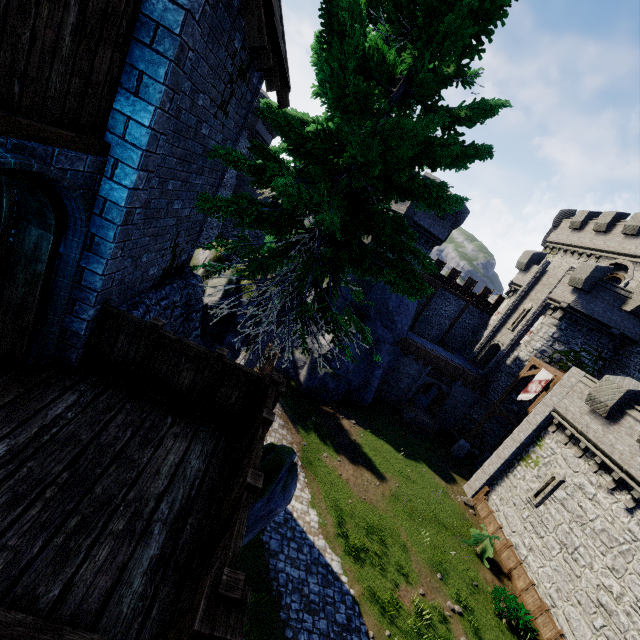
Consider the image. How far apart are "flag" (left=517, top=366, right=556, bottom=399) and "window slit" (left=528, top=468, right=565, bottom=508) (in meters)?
4.89

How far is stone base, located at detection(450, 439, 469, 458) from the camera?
25.4m

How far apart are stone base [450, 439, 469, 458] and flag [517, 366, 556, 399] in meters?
5.5

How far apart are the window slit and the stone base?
6.77m

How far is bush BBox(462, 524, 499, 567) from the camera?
17.1m

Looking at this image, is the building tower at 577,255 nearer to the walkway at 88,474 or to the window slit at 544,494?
the window slit at 544,494

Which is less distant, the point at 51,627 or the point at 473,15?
the point at 51,627

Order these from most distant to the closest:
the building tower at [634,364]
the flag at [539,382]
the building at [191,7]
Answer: the building tower at [634,364] < the flag at [539,382] < the building at [191,7]
